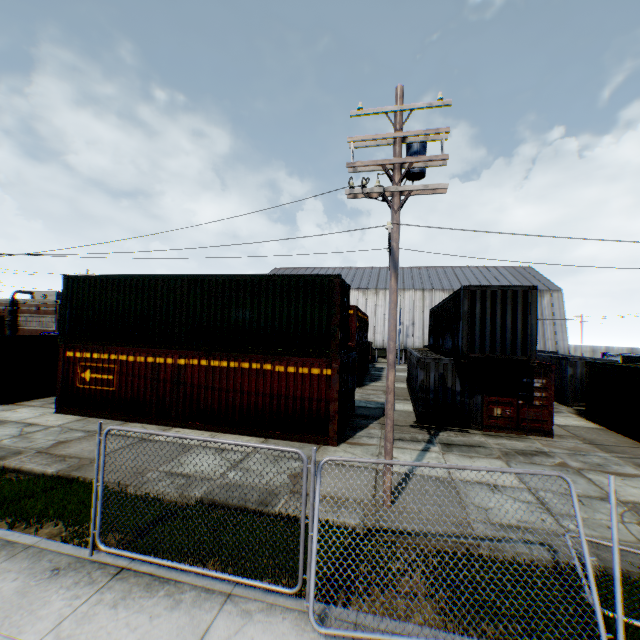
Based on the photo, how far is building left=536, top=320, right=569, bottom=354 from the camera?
43.44m

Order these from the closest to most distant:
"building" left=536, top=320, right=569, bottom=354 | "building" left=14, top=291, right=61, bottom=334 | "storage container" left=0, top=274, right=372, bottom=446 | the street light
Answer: the street light, "storage container" left=0, top=274, right=372, bottom=446, "building" left=536, top=320, right=569, bottom=354, "building" left=14, top=291, right=61, bottom=334

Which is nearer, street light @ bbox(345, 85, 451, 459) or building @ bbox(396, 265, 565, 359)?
street light @ bbox(345, 85, 451, 459)

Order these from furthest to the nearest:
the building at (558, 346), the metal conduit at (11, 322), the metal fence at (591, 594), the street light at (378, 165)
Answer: the metal conduit at (11, 322) → the building at (558, 346) → the street light at (378, 165) → the metal fence at (591, 594)

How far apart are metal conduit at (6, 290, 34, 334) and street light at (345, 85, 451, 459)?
58.51m

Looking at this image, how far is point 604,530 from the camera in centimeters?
671cm

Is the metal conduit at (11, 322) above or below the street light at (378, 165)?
below
